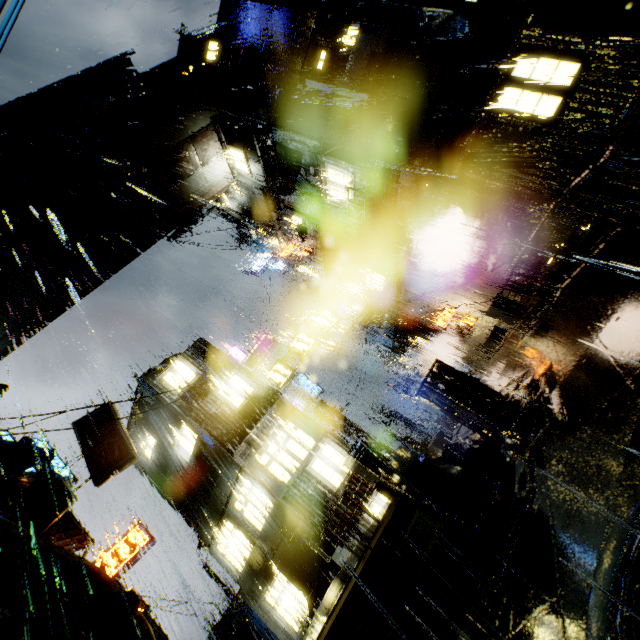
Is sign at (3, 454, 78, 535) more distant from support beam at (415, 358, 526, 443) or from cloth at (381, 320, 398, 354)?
cloth at (381, 320, 398, 354)

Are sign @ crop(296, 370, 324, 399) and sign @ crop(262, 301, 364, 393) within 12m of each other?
yes

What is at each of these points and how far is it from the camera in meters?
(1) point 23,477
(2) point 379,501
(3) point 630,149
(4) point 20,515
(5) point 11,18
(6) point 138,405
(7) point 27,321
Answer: (1) sign, 15.8
(2) building, 13.6
(3) building, 12.0
(4) sign, 11.7
(5) power line, 2.7
(6) building, 18.3
(7) building, 18.5

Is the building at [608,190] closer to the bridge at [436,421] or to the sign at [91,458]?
the bridge at [436,421]

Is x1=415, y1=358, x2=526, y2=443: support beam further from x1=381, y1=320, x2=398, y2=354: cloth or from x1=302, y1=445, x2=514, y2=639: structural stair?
x1=381, y1=320, x2=398, y2=354: cloth

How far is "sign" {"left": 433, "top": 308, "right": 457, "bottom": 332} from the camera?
20.66m

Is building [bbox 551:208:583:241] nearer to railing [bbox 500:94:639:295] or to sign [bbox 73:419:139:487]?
railing [bbox 500:94:639:295]

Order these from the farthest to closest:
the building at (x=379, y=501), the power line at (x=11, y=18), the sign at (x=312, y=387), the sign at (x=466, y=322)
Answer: the sign at (x=312, y=387) < the sign at (x=466, y=322) < the building at (x=379, y=501) < the power line at (x=11, y=18)
